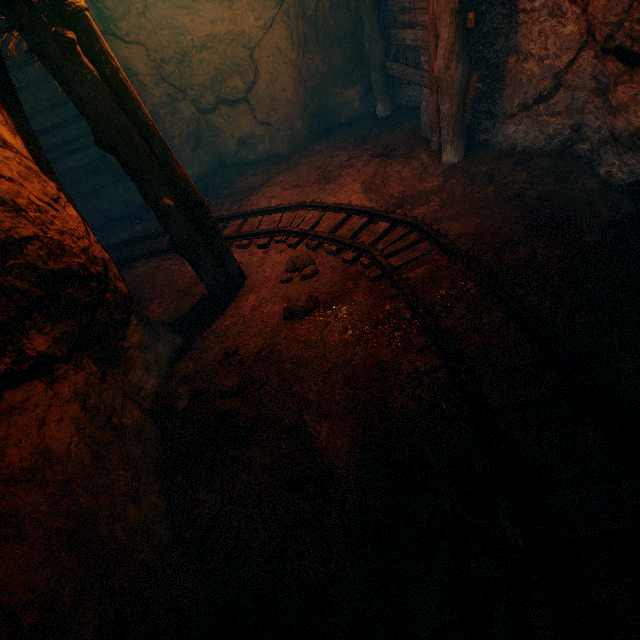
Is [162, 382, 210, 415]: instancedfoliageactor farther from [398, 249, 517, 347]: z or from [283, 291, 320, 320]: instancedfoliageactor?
[283, 291, 320, 320]: instancedfoliageactor

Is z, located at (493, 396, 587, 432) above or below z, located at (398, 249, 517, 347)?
below

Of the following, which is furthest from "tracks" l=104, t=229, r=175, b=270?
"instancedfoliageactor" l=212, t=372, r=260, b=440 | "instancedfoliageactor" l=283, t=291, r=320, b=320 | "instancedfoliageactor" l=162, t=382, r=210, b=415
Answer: "instancedfoliageactor" l=162, t=382, r=210, b=415

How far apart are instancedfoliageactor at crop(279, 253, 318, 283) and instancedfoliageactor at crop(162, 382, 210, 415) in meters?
1.7 m

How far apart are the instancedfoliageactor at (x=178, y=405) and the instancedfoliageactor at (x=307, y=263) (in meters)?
1.72

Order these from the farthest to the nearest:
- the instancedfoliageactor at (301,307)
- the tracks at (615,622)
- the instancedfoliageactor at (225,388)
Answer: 1. the instancedfoliageactor at (301,307)
2. the instancedfoliageactor at (225,388)
3. the tracks at (615,622)

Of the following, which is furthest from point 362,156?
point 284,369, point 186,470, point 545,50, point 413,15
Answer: point 186,470

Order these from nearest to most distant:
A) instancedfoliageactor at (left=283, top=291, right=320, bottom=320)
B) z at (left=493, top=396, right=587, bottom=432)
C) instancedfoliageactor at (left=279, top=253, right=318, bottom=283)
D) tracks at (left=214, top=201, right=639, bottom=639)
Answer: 1. tracks at (left=214, top=201, right=639, bottom=639)
2. z at (left=493, top=396, right=587, bottom=432)
3. instancedfoliageactor at (left=283, top=291, right=320, bottom=320)
4. instancedfoliageactor at (left=279, top=253, right=318, bottom=283)
